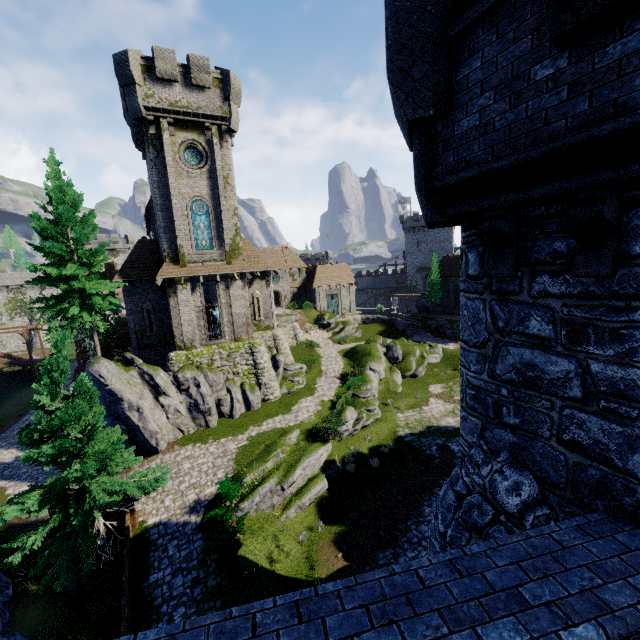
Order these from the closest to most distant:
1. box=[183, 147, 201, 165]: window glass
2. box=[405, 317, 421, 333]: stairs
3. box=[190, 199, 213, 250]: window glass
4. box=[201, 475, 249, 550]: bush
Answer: box=[201, 475, 249, 550]: bush < box=[183, 147, 201, 165]: window glass < box=[190, 199, 213, 250]: window glass < box=[405, 317, 421, 333]: stairs

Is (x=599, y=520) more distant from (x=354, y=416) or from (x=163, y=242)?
(x=163, y=242)

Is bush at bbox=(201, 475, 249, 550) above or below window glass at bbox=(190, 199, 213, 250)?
below

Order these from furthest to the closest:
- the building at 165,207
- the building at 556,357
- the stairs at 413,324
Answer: the stairs at 413,324
the building at 165,207
the building at 556,357

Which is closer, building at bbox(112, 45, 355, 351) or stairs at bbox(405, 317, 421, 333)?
building at bbox(112, 45, 355, 351)

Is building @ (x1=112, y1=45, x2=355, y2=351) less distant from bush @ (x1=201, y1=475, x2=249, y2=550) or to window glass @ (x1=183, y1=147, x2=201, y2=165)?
window glass @ (x1=183, y1=147, x2=201, y2=165)

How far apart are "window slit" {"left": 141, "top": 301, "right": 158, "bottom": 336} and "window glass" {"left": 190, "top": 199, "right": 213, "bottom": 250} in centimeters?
588cm

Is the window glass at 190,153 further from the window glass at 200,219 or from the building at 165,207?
the window glass at 200,219
